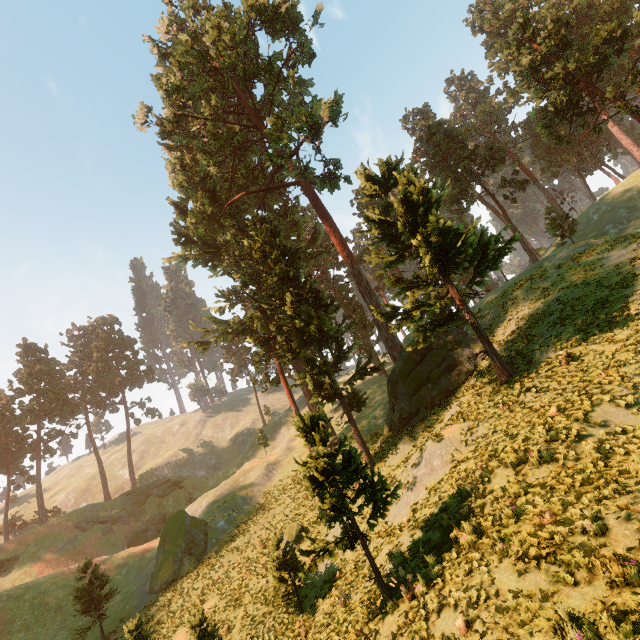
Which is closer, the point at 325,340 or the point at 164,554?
the point at 325,340

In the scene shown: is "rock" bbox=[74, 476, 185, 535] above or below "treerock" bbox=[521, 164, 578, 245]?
below

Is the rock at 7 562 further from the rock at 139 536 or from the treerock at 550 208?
the rock at 139 536

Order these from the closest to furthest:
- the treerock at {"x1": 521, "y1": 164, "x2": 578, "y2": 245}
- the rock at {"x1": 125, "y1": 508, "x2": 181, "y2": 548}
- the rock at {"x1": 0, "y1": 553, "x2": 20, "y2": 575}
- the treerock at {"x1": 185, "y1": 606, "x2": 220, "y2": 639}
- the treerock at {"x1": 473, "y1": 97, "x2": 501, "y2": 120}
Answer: the treerock at {"x1": 185, "y1": 606, "x2": 220, "y2": 639}, the treerock at {"x1": 521, "y1": 164, "x2": 578, "y2": 245}, the rock at {"x1": 0, "y1": 553, "x2": 20, "y2": 575}, the rock at {"x1": 125, "y1": 508, "x2": 181, "y2": 548}, the treerock at {"x1": 473, "y1": 97, "x2": 501, "y2": 120}

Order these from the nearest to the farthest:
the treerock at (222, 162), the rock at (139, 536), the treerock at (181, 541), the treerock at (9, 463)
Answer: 1. the treerock at (222, 162)
2. the treerock at (181, 541)
3. the rock at (139, 536)
4. the treerock at (9, 463)

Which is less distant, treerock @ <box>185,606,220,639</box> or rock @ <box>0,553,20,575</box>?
treerock @ <box>185,606,220,639</box>

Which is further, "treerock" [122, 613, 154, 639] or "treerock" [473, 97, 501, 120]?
"treerock" [473, 97, 501, 120]

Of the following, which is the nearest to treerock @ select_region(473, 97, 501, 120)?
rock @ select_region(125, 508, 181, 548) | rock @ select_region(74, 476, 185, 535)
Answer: rock @ select_region(74, 476, 185, 535)
